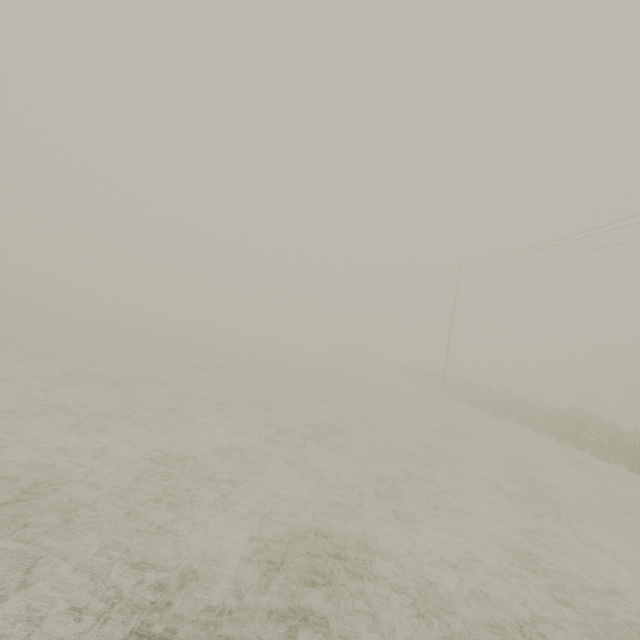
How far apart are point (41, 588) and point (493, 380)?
58.53m
